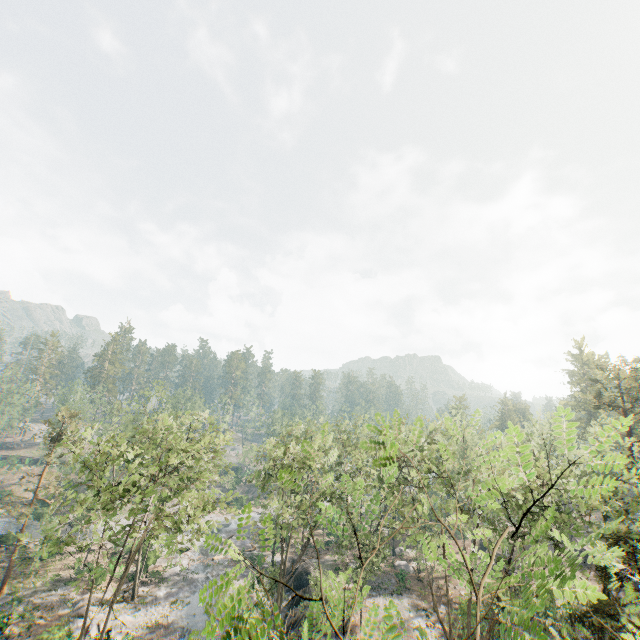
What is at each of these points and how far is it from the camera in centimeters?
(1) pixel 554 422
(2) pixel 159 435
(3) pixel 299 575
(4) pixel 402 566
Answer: (1) foliage, 4381cm
(2) foliage, 3700cm
(3) rock, 3766cm
(4) rock, 4378cm

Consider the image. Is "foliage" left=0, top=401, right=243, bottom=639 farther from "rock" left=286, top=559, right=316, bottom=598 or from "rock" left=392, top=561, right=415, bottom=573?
"rock" left=392, top=561, right=415, bottom=573

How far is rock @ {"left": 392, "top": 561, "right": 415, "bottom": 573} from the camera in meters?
42.6

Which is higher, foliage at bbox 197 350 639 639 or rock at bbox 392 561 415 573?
foliage at bbox 197 350 639 639

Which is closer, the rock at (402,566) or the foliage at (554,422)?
the foliage at (554,422)

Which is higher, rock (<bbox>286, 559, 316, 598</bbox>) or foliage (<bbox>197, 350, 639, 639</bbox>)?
foliage (<bbox>197, 350, 639, 639</bbox>)

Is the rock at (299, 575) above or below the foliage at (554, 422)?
below

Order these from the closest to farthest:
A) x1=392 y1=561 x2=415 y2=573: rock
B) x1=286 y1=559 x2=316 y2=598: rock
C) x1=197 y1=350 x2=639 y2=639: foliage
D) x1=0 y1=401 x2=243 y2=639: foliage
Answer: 1. x1=197 y1=350 x2=639 y2=639: foliage
2. x1=0 y1=401 x2=243 y2=639: foliage
3. x1=286 y1=559 x2=316 y2=598: rock
4. x1=392 y1=561 x2=415 y2=573: rock
